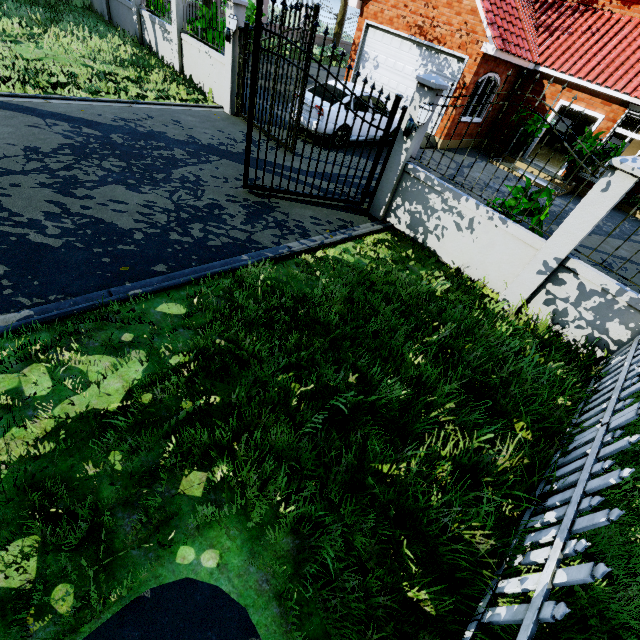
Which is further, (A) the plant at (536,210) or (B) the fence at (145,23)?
(B) the fence at (145,23)

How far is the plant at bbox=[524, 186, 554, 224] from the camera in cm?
537

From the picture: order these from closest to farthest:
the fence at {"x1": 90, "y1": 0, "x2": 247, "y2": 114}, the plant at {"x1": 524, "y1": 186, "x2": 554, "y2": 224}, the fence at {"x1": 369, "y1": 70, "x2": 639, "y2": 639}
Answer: the fence at {"x1": 369, "y1": 70, "x2": 639, "y2": 639} → the plant at {"x1": 524, "y1": 186, "x2": 554, "y2": 224} → the fence at {"x1": 90, "y1": 0, "x2": 247, "y2": 114}

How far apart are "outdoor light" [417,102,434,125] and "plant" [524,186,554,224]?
2.1m

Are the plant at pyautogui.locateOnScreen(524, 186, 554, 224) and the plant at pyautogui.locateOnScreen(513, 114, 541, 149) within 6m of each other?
no

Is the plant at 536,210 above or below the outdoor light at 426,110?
below

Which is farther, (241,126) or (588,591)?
(241,126)

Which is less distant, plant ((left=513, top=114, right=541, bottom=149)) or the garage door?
the garage door
